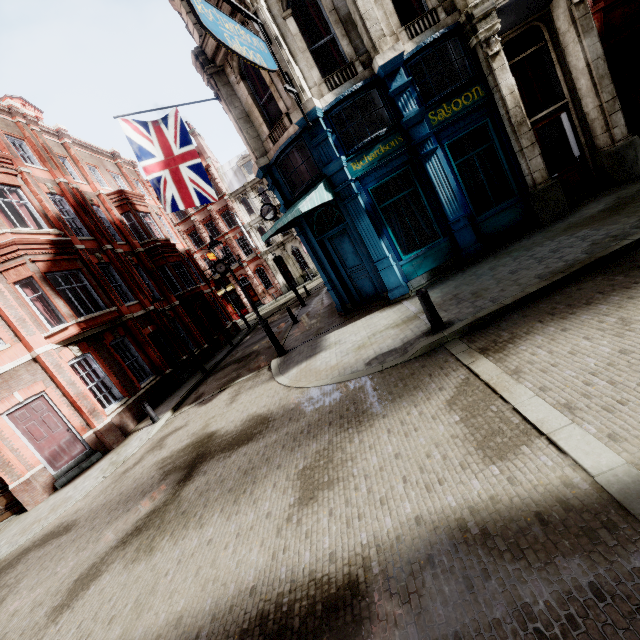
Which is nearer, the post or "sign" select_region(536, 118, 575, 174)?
the post

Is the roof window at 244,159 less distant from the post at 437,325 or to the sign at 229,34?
the sign at 229,34

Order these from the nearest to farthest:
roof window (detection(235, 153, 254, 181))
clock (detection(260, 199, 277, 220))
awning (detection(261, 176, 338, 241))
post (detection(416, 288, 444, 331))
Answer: post (detection(416, 288, 444, 331))
awning (detection(261, 176, 338, 241))
clock (detection(260, 199, 277, 220))
roof window (detection(235, 153, 254, 181))

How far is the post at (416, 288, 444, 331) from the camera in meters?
6.6

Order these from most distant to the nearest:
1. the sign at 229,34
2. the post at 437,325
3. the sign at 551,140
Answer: the sign at 551,140 → the post at 437,325 → the sign at 229,34

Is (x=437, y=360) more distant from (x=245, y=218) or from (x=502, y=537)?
(x=245, y=218)

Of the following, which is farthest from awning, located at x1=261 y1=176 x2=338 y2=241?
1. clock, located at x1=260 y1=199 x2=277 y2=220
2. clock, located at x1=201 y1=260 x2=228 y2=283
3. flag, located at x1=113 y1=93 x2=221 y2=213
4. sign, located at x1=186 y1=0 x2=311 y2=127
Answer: clock, located at x1=201 y1=260 x2=228 y2=283

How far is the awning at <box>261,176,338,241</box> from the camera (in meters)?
9.00
